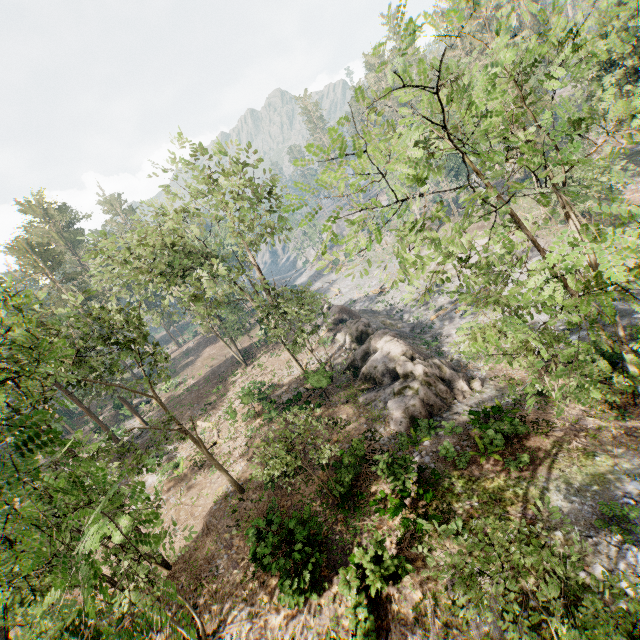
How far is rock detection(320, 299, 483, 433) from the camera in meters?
19.4 m

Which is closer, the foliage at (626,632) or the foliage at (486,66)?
the foliage at (486,66)

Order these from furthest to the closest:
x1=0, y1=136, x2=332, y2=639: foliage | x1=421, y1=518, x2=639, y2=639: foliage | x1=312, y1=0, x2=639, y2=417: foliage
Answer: x1=421, y1=518, x2=639, y2=639: foliage < x1=312, y1=0, x2=639, y2=417: foliage < x1=0, y1=136, x2=332, y2=639: foliage

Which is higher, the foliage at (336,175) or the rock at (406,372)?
the foliage at (336,175)

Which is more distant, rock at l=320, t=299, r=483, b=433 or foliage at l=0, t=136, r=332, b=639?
rock at l=320, t=299, r=483, b=433

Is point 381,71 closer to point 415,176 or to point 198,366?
point 415,176

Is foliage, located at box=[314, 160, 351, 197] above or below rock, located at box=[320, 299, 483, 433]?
above

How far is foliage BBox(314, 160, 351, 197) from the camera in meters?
4.7
